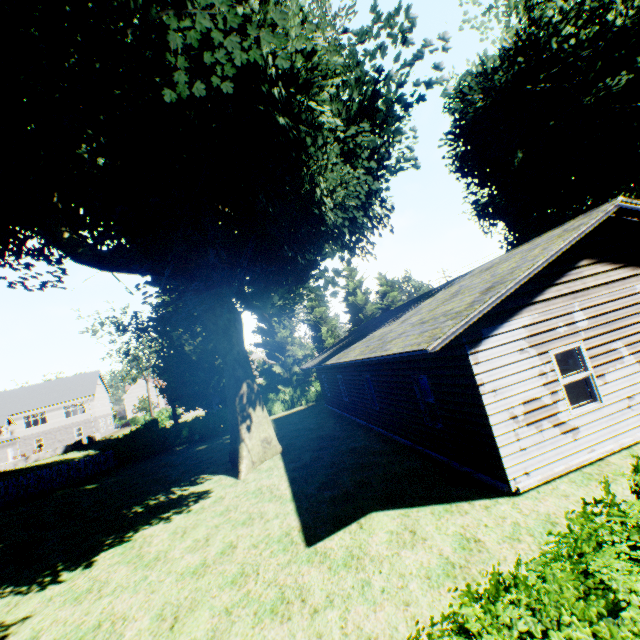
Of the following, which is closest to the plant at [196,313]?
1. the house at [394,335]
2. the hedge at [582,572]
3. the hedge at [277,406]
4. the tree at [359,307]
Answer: the tree at [359,307]

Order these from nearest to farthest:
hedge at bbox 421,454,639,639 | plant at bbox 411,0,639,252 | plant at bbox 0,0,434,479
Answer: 1. hedge at bbox 421,454,639,639
2. plant at bbox 0,0,434,479
3. plant at bbox 411,0,639,252

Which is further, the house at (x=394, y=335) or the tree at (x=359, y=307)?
the tree at (x=359, y=307)

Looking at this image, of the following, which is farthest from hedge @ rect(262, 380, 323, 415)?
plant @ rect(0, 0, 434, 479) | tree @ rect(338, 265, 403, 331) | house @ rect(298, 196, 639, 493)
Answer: house @ rect(298, 196, 639, 493)

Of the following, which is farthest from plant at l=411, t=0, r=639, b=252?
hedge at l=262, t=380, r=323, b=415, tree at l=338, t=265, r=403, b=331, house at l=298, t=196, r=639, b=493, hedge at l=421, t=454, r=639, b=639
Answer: house at l=298, t=196, r=639, b=493

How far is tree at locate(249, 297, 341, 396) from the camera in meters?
31.6 m

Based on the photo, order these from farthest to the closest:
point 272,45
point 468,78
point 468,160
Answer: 1. point 468,160
2. point 468,78
3. point 272,45

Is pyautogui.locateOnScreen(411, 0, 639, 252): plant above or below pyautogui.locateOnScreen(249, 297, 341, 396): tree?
above
